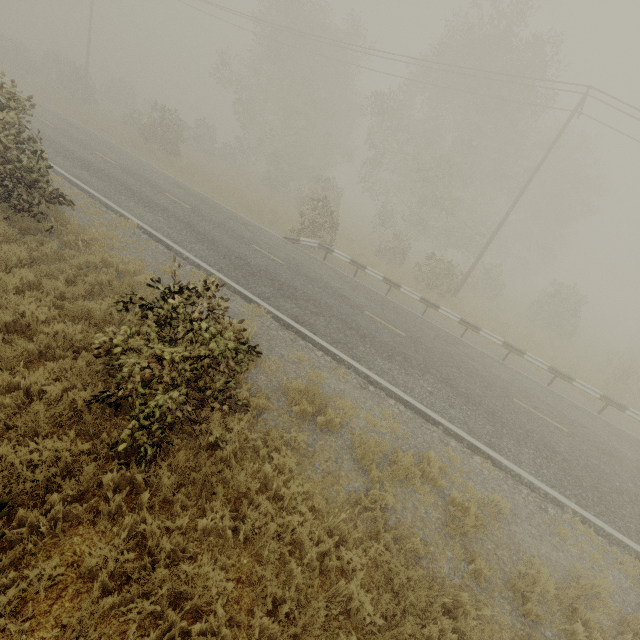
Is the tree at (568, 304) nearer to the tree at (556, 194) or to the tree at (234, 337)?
the tree at (556, 194)

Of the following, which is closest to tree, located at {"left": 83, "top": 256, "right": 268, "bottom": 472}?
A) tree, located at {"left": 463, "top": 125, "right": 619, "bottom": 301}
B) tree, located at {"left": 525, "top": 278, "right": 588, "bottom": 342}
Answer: tree, located at {"left": 525, "top": 278, "right": 588, "bottom": 342}

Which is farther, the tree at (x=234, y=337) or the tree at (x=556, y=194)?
the tree at (x=556, y=194)

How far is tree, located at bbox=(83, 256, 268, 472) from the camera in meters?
4.2 m

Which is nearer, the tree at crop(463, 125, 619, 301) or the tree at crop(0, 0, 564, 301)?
the tree at crop(0, 0, 564, 301)

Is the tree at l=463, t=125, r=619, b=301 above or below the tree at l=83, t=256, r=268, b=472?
above

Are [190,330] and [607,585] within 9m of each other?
yes
